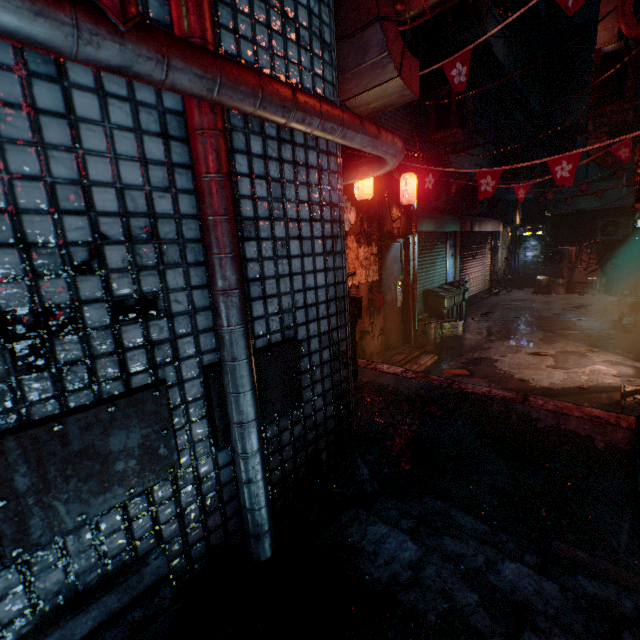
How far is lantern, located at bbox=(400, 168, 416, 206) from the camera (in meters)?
5.18

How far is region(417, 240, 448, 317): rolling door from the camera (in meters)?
8.10

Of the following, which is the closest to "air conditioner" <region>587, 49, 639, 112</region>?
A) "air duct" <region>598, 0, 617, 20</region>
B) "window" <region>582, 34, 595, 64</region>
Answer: "air duct" <region>598, 0, 617, 20</region>

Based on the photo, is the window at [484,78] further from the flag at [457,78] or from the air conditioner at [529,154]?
the flag at [457,78]

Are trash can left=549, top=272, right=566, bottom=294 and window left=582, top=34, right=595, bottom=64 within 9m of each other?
yes

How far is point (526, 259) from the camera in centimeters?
1458cm

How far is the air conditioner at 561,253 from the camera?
11.6 meters

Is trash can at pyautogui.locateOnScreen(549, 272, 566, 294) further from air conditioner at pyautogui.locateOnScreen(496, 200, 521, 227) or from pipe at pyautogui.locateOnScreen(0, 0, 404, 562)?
pipe at pyautogui.locateOnScreen(0, 0, 404, 562)
